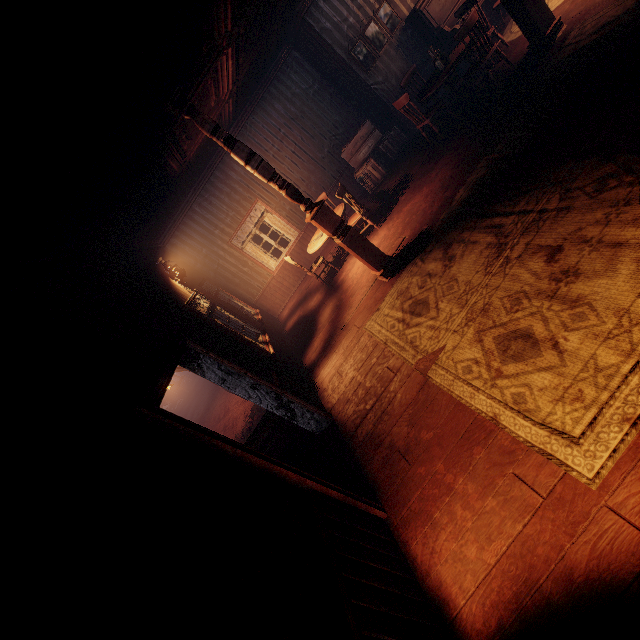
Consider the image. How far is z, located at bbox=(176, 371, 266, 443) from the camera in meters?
9.9

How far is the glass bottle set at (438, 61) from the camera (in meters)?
6.33

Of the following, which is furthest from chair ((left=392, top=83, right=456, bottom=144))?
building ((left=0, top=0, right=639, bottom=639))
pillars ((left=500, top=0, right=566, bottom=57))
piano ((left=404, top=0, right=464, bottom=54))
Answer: piano ((left=404, top=0, right=464, bottom=54))

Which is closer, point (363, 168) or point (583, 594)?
point (583, 594)

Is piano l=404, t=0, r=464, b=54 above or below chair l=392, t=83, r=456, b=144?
above

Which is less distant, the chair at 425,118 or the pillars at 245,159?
the pillars at 245,159

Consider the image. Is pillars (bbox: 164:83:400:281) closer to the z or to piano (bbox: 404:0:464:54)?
the z

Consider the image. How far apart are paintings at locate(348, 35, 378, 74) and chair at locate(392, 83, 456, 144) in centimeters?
194cm
